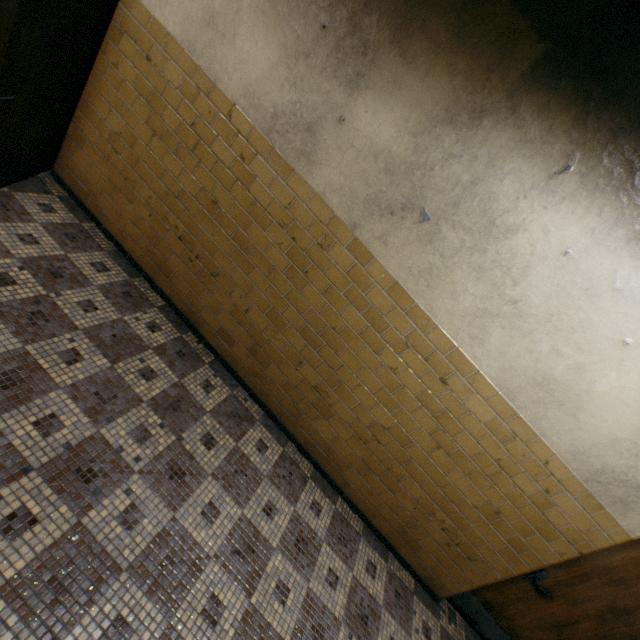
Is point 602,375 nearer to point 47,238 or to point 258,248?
point 258,248

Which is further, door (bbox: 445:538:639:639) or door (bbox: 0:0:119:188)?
door (bbox: 445:538:639:639)

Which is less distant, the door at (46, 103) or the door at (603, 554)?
the door at (46, 103)
